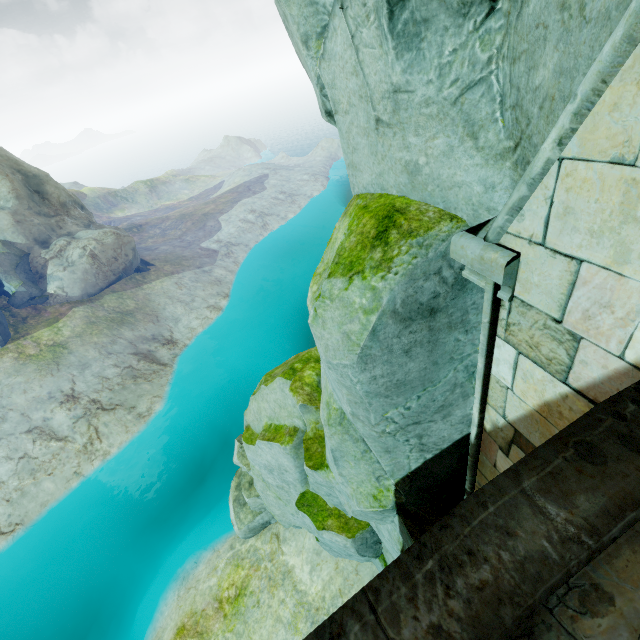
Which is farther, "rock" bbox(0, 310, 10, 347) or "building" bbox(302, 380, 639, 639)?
"rock" bbox(0, 310, 10, 347)

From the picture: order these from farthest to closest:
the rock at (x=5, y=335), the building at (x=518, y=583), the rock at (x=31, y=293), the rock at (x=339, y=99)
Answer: the rock at (x=31, y=293), the rock at (x=5, y=335), the rock at (x=339, y=99), the building at (x=518, y=583)

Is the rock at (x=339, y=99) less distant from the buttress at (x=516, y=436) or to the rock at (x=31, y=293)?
the buttress at (x=516, y=436)

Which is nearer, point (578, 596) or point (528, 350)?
point (578, 596)

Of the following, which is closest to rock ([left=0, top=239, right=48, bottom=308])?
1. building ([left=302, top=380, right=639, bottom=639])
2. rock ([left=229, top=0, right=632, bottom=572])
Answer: rock ([left=229, top=0, right=632, bottom=572])

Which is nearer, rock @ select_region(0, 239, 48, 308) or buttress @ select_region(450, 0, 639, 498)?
buttress @ select_region(450, 0, 639, 498)

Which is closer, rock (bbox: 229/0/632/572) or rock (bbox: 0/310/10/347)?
rock (bbox: 229/0/632/572)
